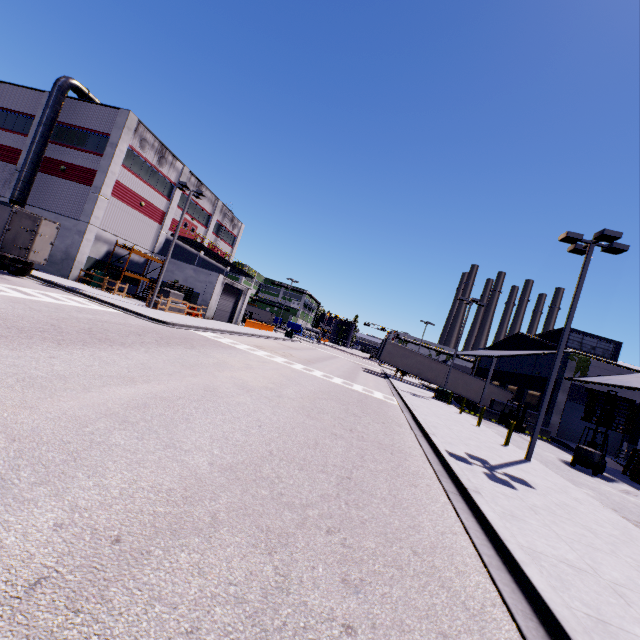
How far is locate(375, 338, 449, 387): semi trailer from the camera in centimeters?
3769cm

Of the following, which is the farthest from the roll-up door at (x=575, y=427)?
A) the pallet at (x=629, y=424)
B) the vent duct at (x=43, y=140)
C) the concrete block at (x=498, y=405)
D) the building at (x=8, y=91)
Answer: the vent duct at (x=43, y=140)

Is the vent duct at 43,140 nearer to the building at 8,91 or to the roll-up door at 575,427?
the building at 8,91

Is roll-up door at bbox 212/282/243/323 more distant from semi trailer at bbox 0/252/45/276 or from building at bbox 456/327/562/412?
semi trailer at bbox 0/252/45/276

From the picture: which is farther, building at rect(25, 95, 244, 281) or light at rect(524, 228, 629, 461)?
building at rect(25, 95, 244, 281)

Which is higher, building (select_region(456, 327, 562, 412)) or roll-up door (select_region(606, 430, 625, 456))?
building (select_region(456, 327, 562, 412))

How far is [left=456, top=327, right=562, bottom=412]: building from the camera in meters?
30.4 m

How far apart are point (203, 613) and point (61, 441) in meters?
3.3
